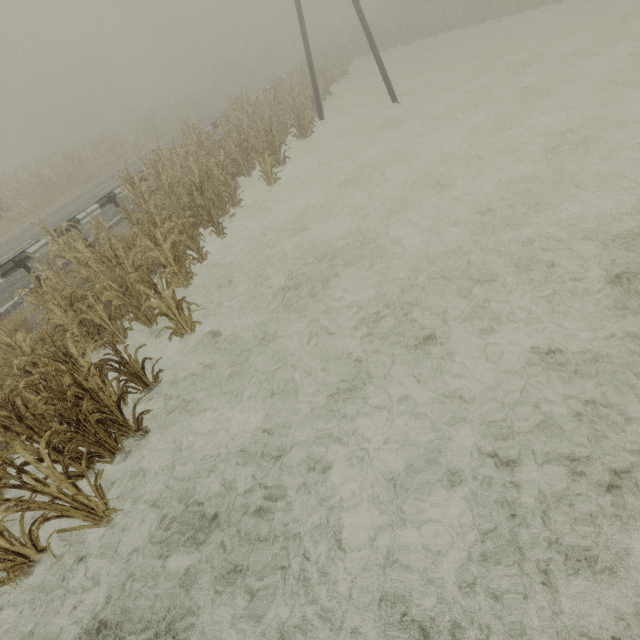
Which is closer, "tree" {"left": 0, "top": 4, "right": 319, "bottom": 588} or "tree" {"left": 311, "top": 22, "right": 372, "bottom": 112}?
"tree" {"left": 0, "top": 4, "right": 319, "bottom": 588}

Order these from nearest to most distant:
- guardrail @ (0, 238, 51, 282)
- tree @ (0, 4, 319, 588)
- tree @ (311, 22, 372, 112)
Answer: tree @ (0, 4, 319, 588) → guardrail @ (0, 238, 51, 282) → tree @ (311, 22, 372, 112)

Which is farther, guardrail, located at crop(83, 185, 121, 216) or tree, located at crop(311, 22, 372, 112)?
tree, located at crop(311, 22, 372, 112)

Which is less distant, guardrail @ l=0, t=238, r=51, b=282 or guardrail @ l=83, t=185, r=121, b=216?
guardrail @ l=0, t=238, r=51, b=282

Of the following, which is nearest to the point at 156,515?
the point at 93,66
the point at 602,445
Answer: the point at 602,445

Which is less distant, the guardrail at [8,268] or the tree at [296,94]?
the tree at [296,94]
